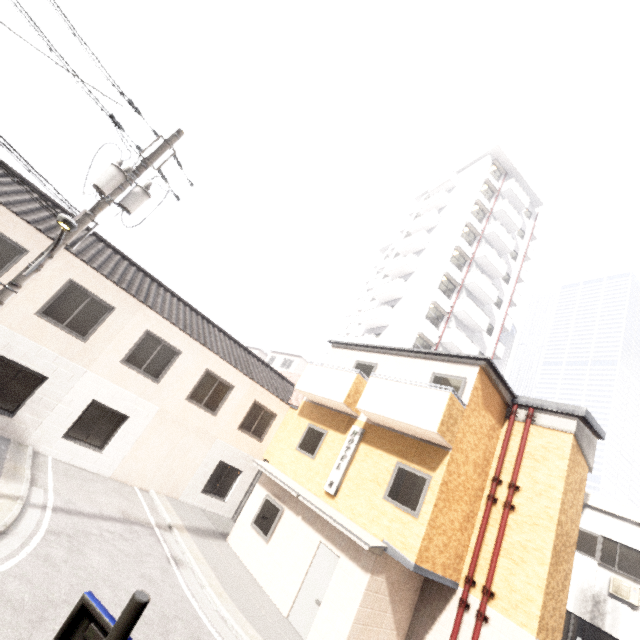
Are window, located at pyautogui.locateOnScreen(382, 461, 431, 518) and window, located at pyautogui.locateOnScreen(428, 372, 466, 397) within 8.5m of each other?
yes

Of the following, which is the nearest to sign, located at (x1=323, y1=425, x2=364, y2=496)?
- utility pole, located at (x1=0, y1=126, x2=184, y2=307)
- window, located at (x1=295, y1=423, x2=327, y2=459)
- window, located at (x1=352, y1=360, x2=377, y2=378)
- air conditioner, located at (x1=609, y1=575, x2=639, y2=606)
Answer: window, located at (x1=295, y1=423, x2=327, y2=459)

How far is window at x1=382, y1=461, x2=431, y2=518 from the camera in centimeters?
886cm

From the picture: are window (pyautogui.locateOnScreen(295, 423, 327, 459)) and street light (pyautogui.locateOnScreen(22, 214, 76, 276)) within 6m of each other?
no

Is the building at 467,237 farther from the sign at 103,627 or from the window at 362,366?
the sign at 103,627

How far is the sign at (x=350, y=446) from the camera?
10.62m

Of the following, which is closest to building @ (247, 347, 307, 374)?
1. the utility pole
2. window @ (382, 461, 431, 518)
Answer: window @ (382, 461, 431, 518)

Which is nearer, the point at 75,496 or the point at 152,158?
the point at 152,158
